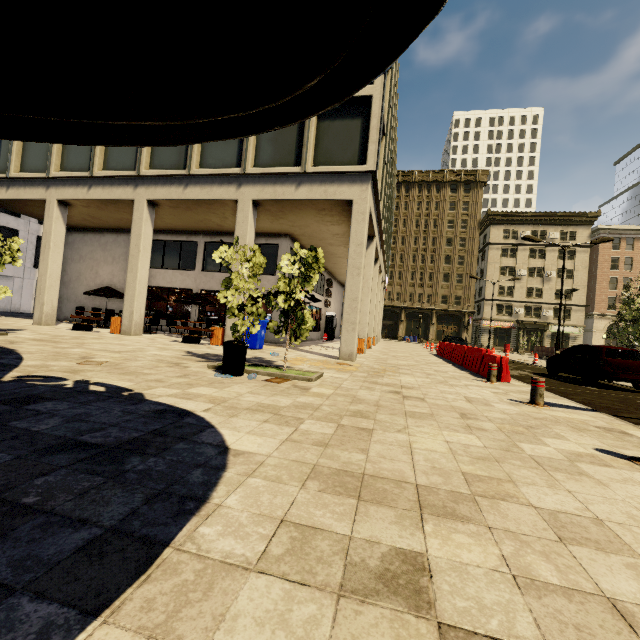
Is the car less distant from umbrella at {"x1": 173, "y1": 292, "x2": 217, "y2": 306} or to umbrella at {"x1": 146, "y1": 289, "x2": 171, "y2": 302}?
umbrella at {"x1": 173, "y1": 292, "x2": 217, "y2": 306}

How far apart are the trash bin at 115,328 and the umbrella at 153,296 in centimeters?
214cm

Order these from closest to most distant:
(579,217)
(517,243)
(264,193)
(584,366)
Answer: (584,366) < (264,193) < (579,217) < (517,243)

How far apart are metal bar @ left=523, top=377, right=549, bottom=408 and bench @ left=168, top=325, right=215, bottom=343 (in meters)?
10.71

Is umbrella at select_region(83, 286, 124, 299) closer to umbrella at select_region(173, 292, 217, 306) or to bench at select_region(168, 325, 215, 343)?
umbrella at select_region(173, 292, 217, 306)

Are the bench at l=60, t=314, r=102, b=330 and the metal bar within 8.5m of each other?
no

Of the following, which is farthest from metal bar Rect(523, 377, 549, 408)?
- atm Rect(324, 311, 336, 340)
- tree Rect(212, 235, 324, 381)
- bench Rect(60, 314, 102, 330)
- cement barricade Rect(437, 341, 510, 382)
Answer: atm Rect(324, 311, 336, 340)

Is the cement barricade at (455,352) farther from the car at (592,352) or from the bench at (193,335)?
the bench at (193,335)
